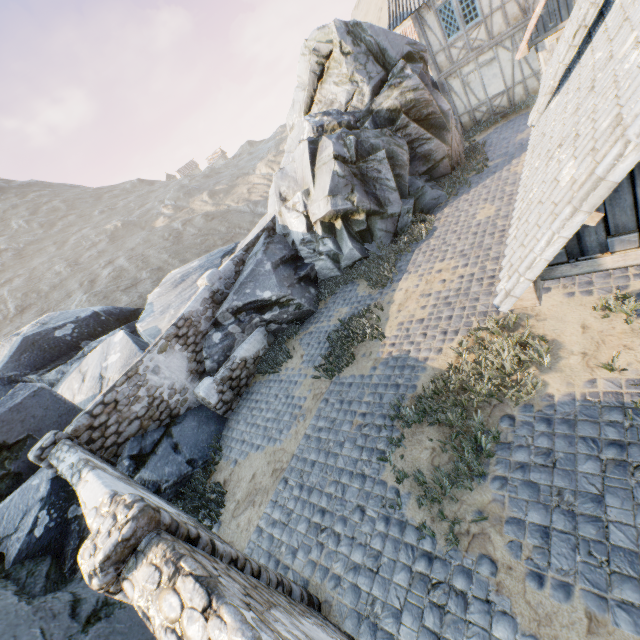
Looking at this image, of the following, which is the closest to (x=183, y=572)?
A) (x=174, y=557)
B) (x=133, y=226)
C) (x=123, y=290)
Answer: (x=174, y=557)

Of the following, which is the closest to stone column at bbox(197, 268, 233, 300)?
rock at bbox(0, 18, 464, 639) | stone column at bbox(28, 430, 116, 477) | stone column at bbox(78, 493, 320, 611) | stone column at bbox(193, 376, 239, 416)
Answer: rock at bbox(0, 18, 464, 639)

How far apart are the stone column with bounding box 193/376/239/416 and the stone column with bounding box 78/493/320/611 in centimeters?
549cm

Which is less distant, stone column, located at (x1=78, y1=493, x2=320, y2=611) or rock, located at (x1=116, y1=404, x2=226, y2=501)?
stone column, located at (x1=78, y1=493, x2=320, y2=611)

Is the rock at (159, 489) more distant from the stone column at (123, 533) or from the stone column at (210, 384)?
the stone column at (123, 533)

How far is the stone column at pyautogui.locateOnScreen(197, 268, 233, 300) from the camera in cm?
1106

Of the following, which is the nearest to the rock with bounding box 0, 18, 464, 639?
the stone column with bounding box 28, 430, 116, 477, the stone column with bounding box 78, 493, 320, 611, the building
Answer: the stone column with bounding box 28, 430, 116, 477

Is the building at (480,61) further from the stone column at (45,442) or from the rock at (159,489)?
the stone column at (45,442)
